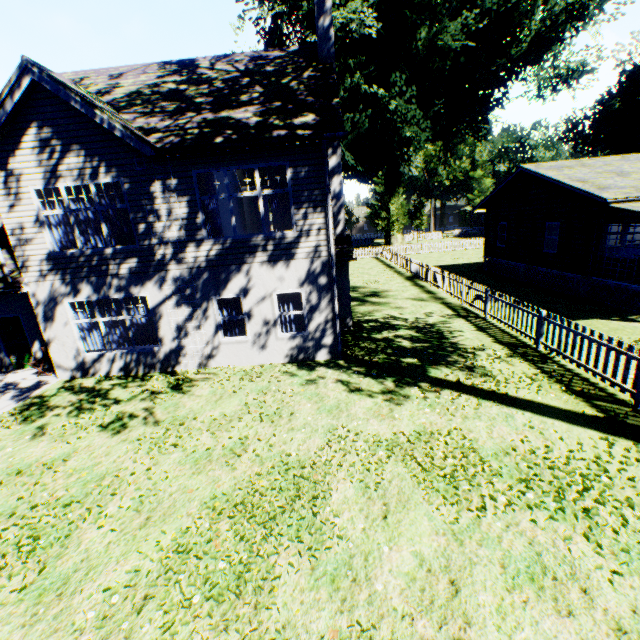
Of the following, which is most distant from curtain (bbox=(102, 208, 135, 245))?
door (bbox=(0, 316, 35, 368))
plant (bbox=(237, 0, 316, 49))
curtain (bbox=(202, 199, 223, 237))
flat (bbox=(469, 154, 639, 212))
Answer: plant (bbox=(237, 0, 316, 49))

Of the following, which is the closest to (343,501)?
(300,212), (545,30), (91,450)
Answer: (91,450)

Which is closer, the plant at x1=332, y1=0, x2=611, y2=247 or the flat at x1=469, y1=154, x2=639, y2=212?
the flat at x1=469, y1=154, x2=639, y2=212

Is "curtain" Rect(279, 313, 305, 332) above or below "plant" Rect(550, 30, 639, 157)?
below

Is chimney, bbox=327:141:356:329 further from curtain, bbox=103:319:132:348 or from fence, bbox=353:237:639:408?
curtain, bbox=103:319:132:348

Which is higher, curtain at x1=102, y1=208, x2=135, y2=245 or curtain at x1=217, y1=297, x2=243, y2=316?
curtain at x1=102, y1=208, x2=135, y2=245

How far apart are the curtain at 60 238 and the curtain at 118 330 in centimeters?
220cm

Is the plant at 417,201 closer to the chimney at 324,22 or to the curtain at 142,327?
the chimney at 324,22
